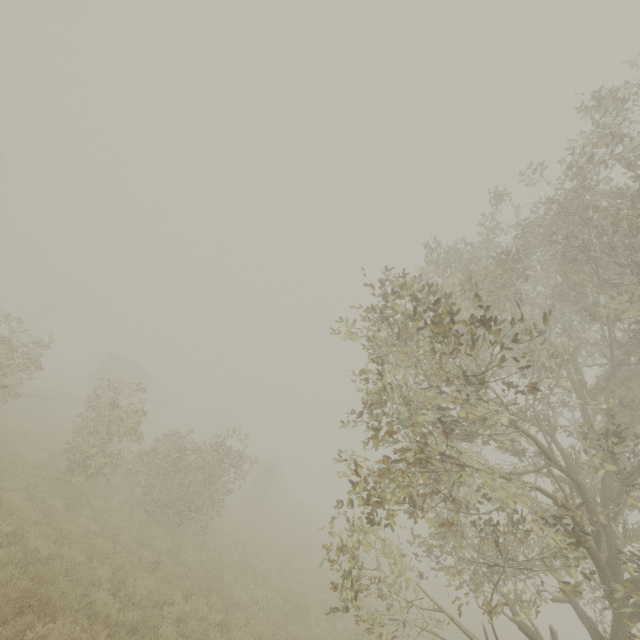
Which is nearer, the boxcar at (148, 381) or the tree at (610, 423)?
the tree at (610, 423)

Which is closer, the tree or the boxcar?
the tree

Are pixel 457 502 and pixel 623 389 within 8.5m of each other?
yes

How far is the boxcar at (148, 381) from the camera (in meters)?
31.88

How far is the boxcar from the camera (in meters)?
31.88

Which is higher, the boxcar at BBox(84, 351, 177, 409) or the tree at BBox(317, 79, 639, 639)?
the tree at BBox(317, 79, 639, 639)
